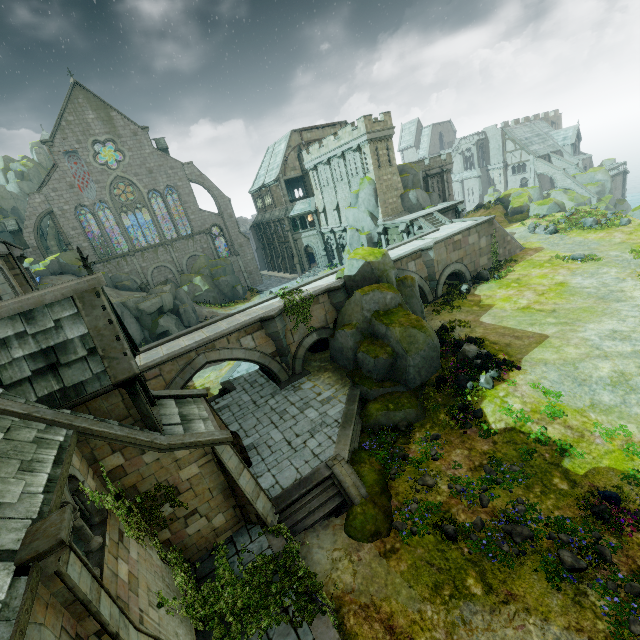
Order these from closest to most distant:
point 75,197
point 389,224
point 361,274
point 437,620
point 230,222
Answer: point 437,620, point 361,274, point 389,224, point 75,197, point 230,222

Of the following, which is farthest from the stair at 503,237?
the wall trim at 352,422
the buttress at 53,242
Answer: the buttress at 53,242

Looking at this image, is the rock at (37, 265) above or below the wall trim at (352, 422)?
above

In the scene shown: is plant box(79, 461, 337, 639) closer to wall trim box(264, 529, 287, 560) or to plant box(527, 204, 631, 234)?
wall trim box(264, 529, 287, 560)

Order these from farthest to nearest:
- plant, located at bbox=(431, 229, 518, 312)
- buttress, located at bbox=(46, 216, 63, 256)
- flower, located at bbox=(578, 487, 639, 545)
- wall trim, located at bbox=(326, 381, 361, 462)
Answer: buttress, located at bbox=(46, 216, 63, 256)
plant, located at bbox=(431, 229, 518, 312)
wall trim, located at bbox=(326, 381, 361, 462)
flower, located at bbox=(578, 487, 639, 545)

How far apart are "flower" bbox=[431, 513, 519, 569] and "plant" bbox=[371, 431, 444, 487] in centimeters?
260cm

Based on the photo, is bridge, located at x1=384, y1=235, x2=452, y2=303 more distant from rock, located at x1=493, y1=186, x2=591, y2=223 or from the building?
rock, located at x1=493, y1=186, x2=591, y2=223

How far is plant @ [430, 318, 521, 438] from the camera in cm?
1524
